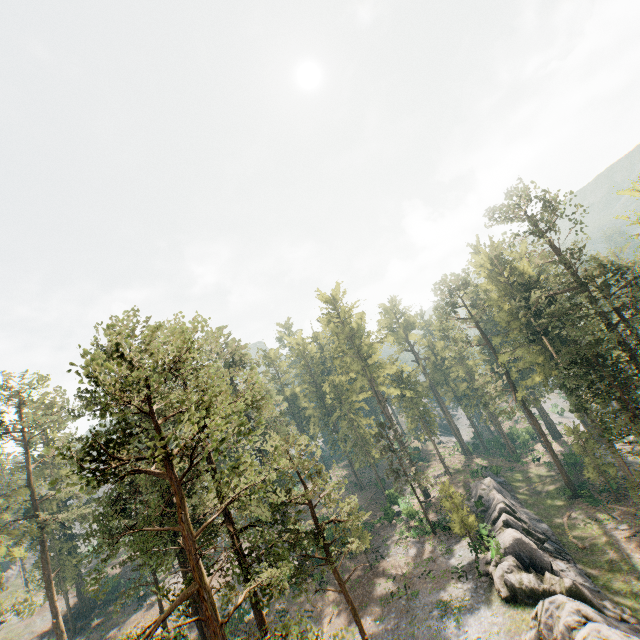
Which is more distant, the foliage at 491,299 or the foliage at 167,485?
the foliage at 491,299

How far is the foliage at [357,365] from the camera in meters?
38.2 m

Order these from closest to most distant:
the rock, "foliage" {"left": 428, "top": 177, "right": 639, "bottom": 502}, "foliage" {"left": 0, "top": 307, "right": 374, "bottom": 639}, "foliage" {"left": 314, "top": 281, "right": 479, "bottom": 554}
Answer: "foliage" {"left": 0, "top": 307, "right": 374, "bottom": 639}
the rock
"foliage" {"left": 428, "top": 177, "right": 639, "bottom": 502}
"foliage" {"left": 314, "top": 281, "right": 479, "bottom": 554}

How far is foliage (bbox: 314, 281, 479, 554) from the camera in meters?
38.2 m

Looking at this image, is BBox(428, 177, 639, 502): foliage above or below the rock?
above

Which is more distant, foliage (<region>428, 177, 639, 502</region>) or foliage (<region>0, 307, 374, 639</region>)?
foliage (<region>428, 177, 639, 502</region>)

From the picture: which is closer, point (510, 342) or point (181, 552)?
point (181, 552)
